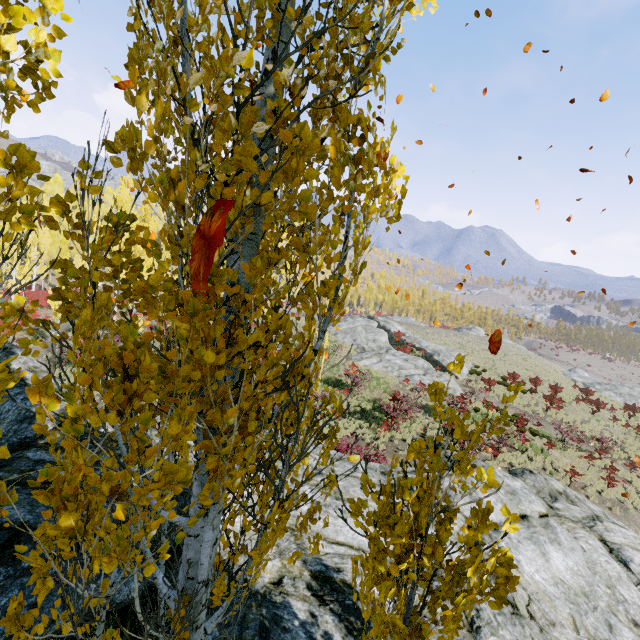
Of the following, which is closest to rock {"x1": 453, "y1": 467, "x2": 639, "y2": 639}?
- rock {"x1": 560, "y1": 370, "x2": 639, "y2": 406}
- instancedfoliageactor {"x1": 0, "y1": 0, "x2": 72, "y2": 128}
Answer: instancedfoliageactor {"x1": 0, "y1": 0, "x2": 72, "y2": 128}

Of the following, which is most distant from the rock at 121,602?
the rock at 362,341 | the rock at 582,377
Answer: the rock at 582,377

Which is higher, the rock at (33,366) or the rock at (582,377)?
the rock at (33,366)

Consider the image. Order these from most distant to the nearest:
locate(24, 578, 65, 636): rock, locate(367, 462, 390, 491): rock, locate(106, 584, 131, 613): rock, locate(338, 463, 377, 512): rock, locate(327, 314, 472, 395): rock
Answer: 1. locate(327, 314, 472, 395): rock
2. locate(367, 462, 390, 491): rock
3. locate(338, 463, 377, 512): rock
4. locate(106, 584, 131, 613): rock
5. locate(24, 578, 65, 636): rock

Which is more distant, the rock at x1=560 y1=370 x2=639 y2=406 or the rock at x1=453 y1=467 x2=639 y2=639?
the rock at x1=560 y1=370 x2=639 y2=406

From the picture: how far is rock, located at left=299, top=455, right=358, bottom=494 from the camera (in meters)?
7.82

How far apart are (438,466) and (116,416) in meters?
2.3 m

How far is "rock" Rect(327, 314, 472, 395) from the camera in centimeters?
2825cm
